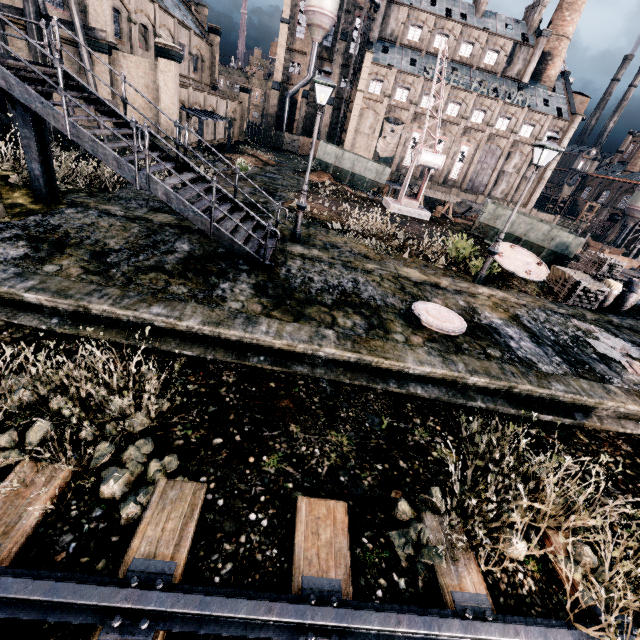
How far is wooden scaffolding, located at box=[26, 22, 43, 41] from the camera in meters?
15.0 m

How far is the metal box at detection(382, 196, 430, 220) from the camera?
23.6 meters

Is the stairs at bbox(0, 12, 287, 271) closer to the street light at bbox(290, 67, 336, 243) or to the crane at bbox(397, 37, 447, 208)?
the street light at bbox(290, 67, 336, 243)

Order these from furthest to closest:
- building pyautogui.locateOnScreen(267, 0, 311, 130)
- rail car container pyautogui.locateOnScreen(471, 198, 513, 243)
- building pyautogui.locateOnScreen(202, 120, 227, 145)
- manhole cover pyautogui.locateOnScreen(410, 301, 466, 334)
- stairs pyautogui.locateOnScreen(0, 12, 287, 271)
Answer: building pyautogui.locateOnScreen(267, 0, 311, 130) < building pyautogui.locateOnScreen(202, 120, 227, 145) < rail car container pyautogui.locateOnScreen(471, 198, 513, 243) < manhole cover pyautogui.locateOnScreen(410, 301, 466, 334) < stairs pyautogui.locateOnScreen(0, 12, 287, 271)

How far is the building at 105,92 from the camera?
23.7m

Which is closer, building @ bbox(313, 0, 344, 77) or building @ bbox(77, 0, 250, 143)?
building @ bbox(77, 0, 250, 143)

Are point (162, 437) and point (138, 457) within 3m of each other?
yes

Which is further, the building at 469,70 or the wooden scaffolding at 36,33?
the building at 469,70
